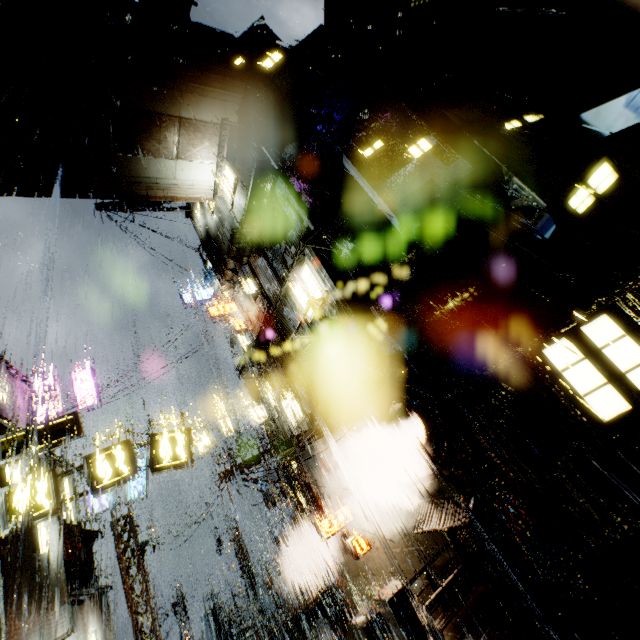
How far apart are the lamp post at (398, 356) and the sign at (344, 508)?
8.2m

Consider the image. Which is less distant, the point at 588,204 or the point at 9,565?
the point at 588,204

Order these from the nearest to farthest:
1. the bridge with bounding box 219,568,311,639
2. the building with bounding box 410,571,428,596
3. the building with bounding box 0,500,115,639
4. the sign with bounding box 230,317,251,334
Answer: the building with bounding box 0,500,115,639
the building with bounding box 410,571,428,596
the bridge with bounding box 219,568,311,639
the sign with bounding box 230,317,251,334

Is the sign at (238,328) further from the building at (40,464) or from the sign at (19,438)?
the sign at (19,438)

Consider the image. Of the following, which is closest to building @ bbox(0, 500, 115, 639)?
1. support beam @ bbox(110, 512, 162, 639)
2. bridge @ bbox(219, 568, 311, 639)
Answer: bridge @ bbox(219, 568, 311, 639)

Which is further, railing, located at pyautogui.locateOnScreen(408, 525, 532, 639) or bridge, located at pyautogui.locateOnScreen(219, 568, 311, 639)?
bridge, located at pyautogui.locateOnScreen(219, 568, 311, 639)

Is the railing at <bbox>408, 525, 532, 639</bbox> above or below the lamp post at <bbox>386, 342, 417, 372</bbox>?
below

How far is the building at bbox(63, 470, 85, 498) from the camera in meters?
17.2
